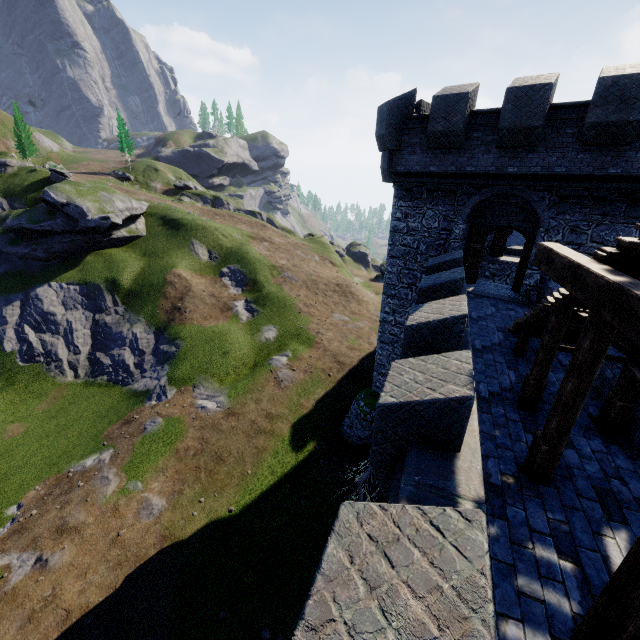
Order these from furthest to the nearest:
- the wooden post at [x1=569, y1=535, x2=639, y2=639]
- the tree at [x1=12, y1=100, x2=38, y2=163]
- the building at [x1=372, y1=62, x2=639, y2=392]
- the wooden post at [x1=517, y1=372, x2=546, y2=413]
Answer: the tree at [x1=12, y1=100, x2=38, y2=163], the building at [x1=372, y1=62, x2=639, y2=392], the wooden post at [x1=517, y1=372, x2=546, y2=413], the wooden post at [x1=569, y1=535, x2=639, y2=639]

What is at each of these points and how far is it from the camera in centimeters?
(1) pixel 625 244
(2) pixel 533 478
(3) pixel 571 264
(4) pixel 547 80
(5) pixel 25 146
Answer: (1) stairs, 356cm
(2) wooden post, 529cm
(3) wooden beam, 409cm
(4) building, 1052cm
(5) tree, 5331cm

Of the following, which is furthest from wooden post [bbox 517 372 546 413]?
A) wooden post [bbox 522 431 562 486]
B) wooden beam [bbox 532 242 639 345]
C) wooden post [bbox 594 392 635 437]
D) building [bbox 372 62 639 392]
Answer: building [bbox 372 62 639 392]

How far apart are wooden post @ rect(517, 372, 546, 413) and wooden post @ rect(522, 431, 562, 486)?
1.6 meters

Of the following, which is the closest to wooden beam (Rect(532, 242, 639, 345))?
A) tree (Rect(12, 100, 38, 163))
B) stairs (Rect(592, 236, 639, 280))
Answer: stairs (Rect(592, 236, 639, 280))

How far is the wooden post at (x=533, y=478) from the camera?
5.0m

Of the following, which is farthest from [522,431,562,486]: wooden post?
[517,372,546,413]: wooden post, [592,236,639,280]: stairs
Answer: [517,372,546,413]: wooden post

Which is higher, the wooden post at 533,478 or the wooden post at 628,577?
the wooden post at 628,577
